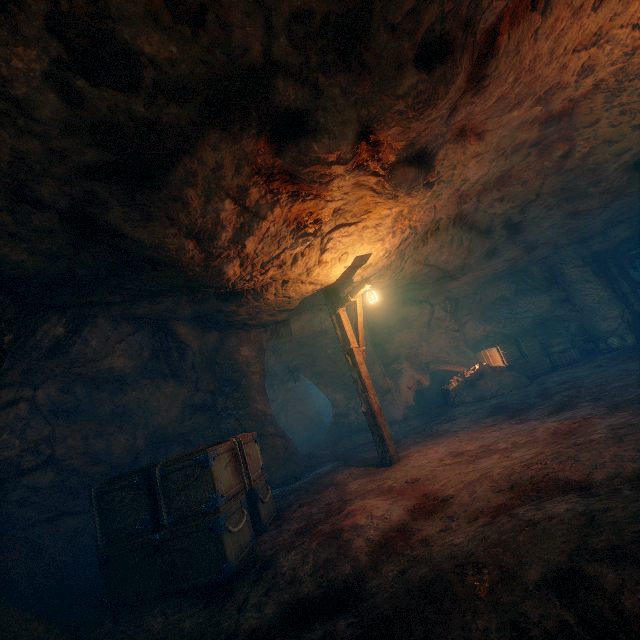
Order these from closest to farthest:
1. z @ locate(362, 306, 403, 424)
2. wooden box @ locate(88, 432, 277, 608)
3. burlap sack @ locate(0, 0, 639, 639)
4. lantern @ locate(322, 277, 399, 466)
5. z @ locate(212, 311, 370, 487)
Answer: burlap sack @ locate(0, 0, 639, 639), wooden box @ locate(88, 432, 277, 608), lantern @ locate(322, 277, 399, 466), z @ locate(212, 311, 370, 487), z @ locate(362, 306, 403, 424)

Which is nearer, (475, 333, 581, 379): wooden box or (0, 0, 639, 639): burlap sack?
(0, 0, 639, 639): burlap sack

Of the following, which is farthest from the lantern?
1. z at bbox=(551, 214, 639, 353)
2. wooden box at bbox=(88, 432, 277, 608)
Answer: z at bbox=(551, 214, 639, 353)

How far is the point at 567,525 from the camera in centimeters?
281cm

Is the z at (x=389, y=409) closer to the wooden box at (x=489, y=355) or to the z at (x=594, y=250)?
the wooden box at (x=489, y=355)

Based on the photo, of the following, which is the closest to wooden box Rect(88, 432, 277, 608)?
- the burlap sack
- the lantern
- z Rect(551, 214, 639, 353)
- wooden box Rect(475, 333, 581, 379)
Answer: the burlap sack

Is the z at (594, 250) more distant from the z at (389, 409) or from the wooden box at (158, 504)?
the wooden box at (158, 504)

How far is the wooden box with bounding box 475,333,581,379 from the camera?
14.4 meters
